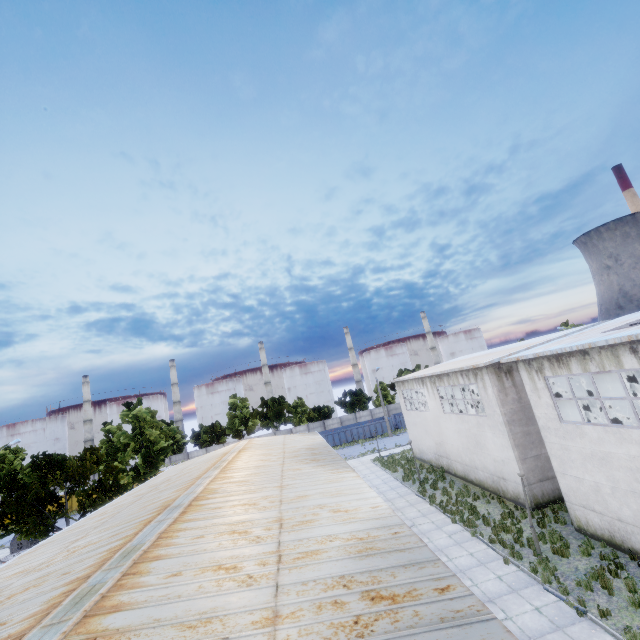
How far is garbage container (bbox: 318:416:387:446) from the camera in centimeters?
4934cm

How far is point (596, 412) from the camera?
15.8m

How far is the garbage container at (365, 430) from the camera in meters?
49.3
